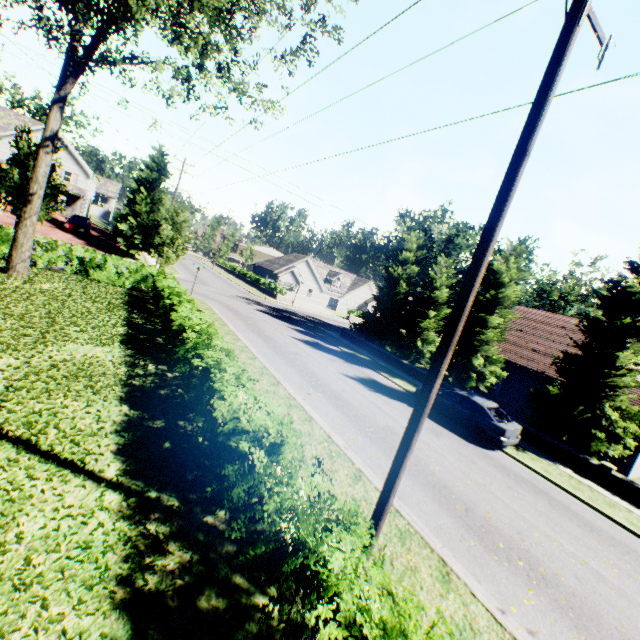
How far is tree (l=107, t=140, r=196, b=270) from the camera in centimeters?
2252cm

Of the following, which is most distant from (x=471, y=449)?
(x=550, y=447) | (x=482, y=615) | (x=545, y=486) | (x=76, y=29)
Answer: (x=76, y=29)

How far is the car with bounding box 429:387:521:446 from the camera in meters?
13.5 m

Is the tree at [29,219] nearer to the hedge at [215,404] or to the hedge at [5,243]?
the hedge at [5,243]

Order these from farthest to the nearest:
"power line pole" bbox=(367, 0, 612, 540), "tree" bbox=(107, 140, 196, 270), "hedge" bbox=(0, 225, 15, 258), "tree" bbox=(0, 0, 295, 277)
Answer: "tree" bbox=(107, 140, 196, 270), "hedge" bbox=(0, 225, 15, 258), "tree" bbox=(0, 0, 295, 277), "power line pole" bbox=(367, 0, 612, 540)

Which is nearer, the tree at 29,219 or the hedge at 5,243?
the tree at 29,219

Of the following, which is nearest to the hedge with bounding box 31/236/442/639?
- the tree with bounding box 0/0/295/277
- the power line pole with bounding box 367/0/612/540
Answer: the power line pole with bounding box 367/0/612/540

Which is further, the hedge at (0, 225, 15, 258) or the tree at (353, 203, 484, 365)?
the tree at (353, 203, 484, 365)
